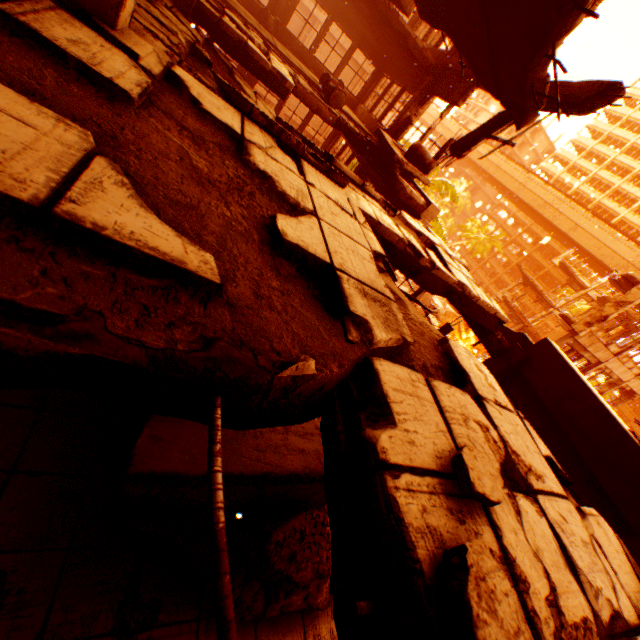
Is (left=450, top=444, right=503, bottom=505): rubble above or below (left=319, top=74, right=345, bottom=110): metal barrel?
below

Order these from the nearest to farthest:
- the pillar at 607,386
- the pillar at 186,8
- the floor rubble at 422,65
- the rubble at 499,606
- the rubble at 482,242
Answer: the rubble at 499,606 → the pillar at 186,8 → the floor rubble at 422,65 → the rubble at 482,242 → the pillar at 607,386

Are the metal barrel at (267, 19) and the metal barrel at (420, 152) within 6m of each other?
no

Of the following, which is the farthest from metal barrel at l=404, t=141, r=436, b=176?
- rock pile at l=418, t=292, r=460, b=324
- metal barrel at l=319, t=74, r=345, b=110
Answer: rock pile at l=418, t=292, r=460, b=324

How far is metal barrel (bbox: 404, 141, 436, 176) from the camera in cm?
913

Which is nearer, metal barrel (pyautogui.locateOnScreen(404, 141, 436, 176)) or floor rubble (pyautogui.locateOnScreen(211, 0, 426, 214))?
floor rubble (pyautogui.locateOnScreen(211, 0, 426, 214))

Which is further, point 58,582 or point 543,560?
point 58,582

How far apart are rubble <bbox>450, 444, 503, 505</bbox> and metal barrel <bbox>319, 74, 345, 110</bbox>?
10.9m
